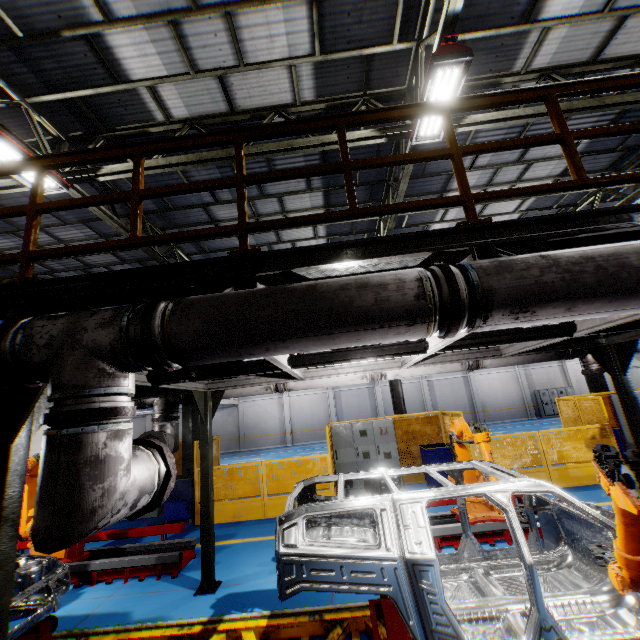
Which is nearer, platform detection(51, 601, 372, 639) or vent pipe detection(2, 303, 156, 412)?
vent pipe detection(2, 303, 156, 412)

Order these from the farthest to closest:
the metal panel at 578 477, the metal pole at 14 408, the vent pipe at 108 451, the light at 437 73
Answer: the metal panel at 578 477, the light at 437 73, the metal pole at 14 408, the vent pipe at 108 451

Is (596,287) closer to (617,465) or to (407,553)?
(617,465)

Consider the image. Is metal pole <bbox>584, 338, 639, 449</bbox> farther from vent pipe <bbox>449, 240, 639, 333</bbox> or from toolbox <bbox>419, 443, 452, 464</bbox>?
toolbox <bbox>419, 443, 452, 464</bbox>

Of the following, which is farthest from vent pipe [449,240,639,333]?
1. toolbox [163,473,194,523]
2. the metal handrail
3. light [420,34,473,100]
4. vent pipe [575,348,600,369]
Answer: toolbox [163,473,194,523]

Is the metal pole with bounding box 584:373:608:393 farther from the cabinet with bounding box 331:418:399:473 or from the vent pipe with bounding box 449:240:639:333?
the vent pipe with bounding box 449:240:639:333

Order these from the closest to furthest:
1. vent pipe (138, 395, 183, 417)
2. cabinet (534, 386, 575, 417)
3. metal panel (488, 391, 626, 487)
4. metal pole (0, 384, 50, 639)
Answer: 1. metal pole (0, 384, 50, 639)
2. vent pipe (138, 395, 183, 417)
3. metal panel (488, 391, 626, 487)
4. cabinet (534, 386, 575, 417)

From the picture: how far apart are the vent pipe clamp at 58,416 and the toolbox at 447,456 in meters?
9.5
